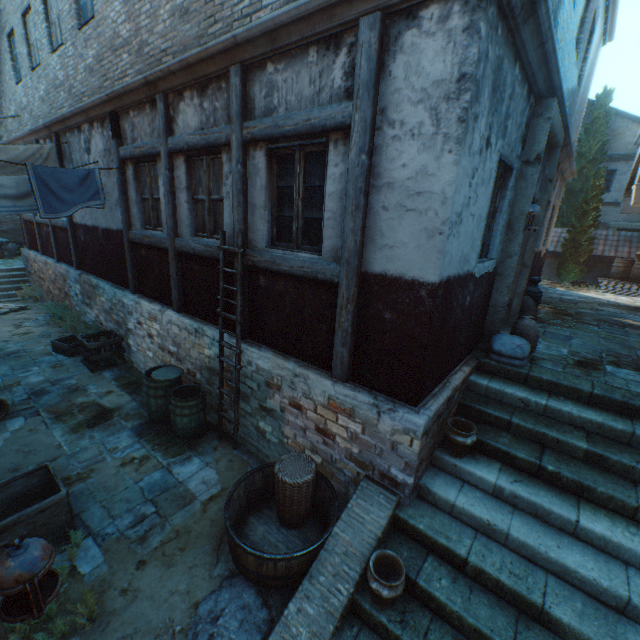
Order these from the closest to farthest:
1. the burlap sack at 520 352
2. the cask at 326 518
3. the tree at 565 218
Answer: the cask at 326 518, the burlap sack at 520 352, the tree at 565 218

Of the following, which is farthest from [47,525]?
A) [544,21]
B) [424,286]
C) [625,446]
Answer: [544,21]

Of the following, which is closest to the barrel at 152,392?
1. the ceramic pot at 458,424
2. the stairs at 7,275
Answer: the ceramic pot at 458,424

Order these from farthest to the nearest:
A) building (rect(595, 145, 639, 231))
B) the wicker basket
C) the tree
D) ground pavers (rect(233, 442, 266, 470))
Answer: the tree → building (rect(595, 145, 639, 231)) → ground pavers (rect(233, 442, 266, 470)) → the wicker basket

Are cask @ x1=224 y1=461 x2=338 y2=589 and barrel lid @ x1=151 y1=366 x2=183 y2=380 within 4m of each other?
yes

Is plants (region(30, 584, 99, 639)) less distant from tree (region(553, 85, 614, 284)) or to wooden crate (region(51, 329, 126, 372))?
wooden crate (region(51, 329, 126, 372))

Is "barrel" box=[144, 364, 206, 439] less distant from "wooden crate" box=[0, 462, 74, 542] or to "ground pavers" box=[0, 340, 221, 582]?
"ground pavers" box=[0, 340, 221, 582]

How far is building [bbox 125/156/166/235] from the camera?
6.15m
